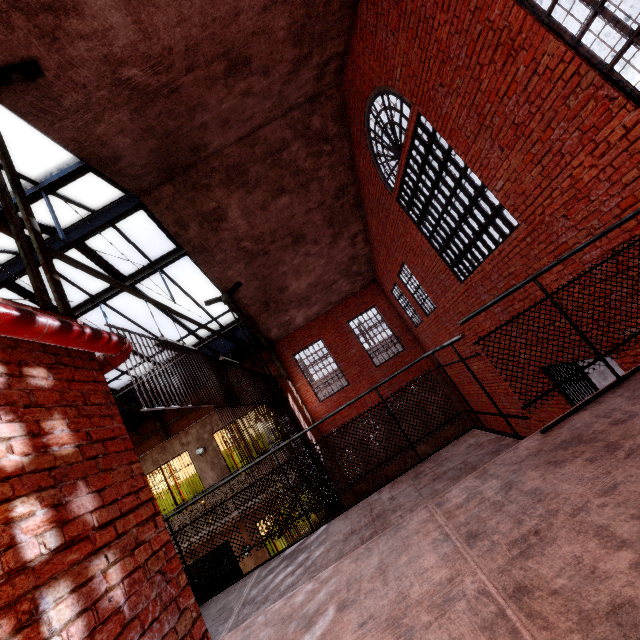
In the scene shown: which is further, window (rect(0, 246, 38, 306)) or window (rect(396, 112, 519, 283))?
window (rect(0, 246, 38, 306))

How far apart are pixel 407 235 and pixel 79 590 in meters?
9.8 m

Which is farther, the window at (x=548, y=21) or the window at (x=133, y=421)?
the window at (x=133, y=421)

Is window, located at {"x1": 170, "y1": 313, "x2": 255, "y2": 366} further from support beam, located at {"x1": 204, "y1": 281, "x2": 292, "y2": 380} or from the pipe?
the pipe

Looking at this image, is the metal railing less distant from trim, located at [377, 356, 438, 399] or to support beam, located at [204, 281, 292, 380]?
support beam, located at [204, 281, 292, 380]

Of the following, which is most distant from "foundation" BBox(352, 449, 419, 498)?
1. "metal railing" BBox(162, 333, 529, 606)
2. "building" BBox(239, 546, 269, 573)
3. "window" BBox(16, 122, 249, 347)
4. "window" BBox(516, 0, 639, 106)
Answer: "window" BBox(516, 0, 639, 106)

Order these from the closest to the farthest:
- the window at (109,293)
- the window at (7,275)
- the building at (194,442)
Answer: the window at (7,275)
the window at (109,293)
the building at (194,442)

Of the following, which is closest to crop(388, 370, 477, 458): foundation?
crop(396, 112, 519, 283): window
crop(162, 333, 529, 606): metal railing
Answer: crop(162, 333, 529, 606): metal railing
